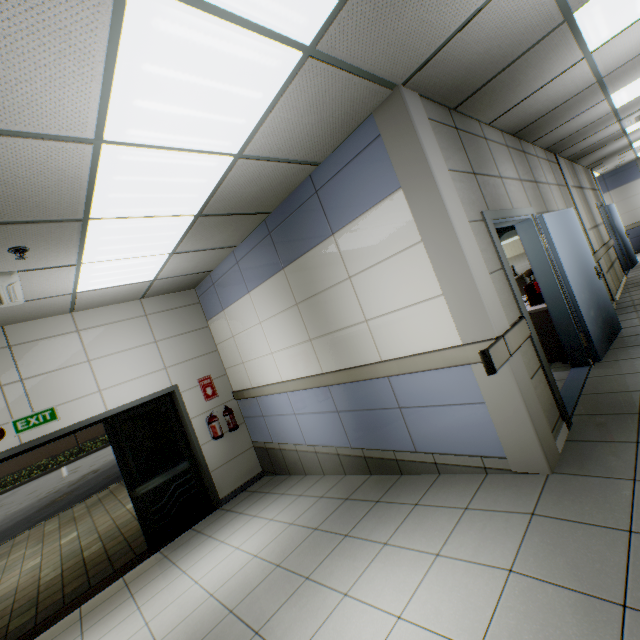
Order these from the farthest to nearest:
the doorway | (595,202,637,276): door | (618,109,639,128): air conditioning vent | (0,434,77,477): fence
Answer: (0,434,77,477): fence, (595,202,637,276): door, the doorway, (618,109,639,128): air conditioning vent

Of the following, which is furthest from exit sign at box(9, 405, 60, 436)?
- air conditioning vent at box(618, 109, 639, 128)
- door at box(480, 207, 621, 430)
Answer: air conditioning vent at box(618, 109, 639, 128)

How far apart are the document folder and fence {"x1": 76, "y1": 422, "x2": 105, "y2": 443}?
35.7m

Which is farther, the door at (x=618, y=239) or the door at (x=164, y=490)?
the door at (x=618, y=239)

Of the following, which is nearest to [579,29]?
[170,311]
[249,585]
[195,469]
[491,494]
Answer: [491,494]

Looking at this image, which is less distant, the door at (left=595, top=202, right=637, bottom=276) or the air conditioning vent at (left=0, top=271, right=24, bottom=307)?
the air conditioning vent at (left=0, top=271, right=24, bottom=307)

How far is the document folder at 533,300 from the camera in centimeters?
463cm

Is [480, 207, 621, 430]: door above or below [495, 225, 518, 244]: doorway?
below
